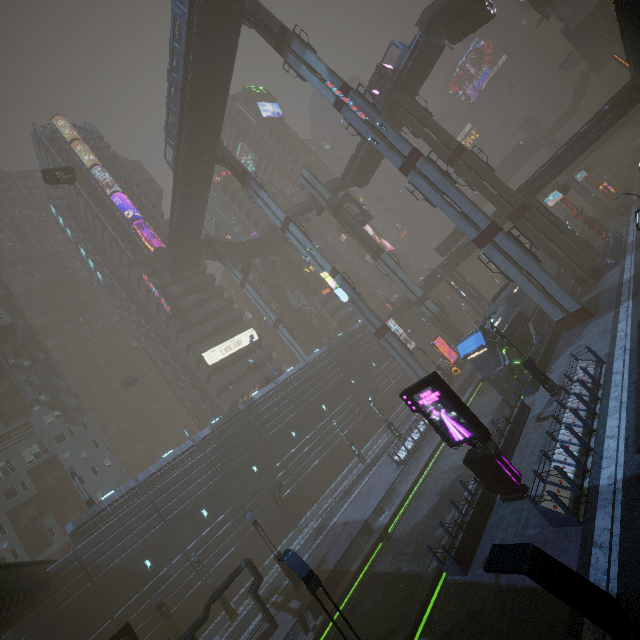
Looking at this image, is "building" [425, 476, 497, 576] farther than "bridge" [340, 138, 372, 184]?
No

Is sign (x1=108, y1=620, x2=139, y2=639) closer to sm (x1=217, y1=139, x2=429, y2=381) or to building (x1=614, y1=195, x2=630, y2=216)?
building (x1=614, y1=195, x2=630, y2=216)

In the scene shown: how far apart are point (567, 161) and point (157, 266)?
60.4m

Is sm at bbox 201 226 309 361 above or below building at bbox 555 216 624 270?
above

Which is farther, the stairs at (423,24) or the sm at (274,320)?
the sm at (274,320)

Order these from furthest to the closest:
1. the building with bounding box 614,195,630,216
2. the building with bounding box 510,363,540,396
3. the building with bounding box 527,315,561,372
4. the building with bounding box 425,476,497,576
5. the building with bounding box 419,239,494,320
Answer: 1. the building with bounding box 614,195,630,216
2. the building with bounding box 419,239,494,320
3. the building with bounding box 527,315,561,372
4. the building with bounding box 510,363,540,396
5. the building with bounding box 425,476,497,576

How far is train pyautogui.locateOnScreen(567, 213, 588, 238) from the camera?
50.9m

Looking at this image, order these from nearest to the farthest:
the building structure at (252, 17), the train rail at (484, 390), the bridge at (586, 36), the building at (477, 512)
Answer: the building at (477, 512), the train rail at (484, 390), the building structure at (252, 17), the bridge at (586, 36)
